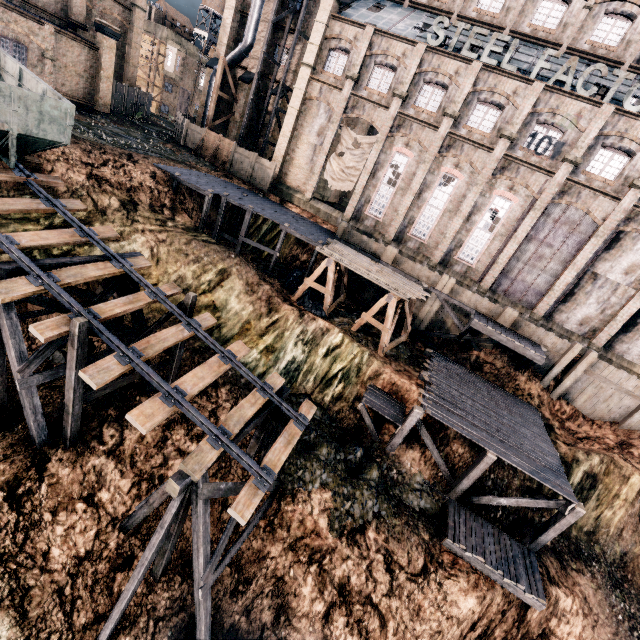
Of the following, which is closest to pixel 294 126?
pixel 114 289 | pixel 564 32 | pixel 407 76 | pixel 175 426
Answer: pixel 407 76

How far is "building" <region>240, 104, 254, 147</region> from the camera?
36.8m

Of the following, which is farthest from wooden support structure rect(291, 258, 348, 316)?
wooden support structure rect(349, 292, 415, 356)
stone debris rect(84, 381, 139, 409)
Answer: stone debris rect(84, 381, 139, 409)

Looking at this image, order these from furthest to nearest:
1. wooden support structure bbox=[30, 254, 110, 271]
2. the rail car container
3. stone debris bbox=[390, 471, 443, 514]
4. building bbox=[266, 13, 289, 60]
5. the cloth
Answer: building bbox=[266, 13, 289, 60], the cloth, stone debris bbox=[390, 471, 443, 514], the rail car container, wooden support structure bbox=[30, 254, 110, 271]

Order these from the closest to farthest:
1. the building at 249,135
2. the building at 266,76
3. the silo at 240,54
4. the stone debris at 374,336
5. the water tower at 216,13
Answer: the stone debris at 374,336 → the silo at 240,54 → the building at 266,76 → the building at 249,135 → the water tower at 216,13

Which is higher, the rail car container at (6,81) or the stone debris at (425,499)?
the rail car container at (6,81)

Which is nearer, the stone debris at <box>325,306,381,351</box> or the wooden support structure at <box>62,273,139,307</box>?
the wooden support structure at <box>62,273,139,307</box>

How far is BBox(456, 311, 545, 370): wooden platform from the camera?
21.1m
